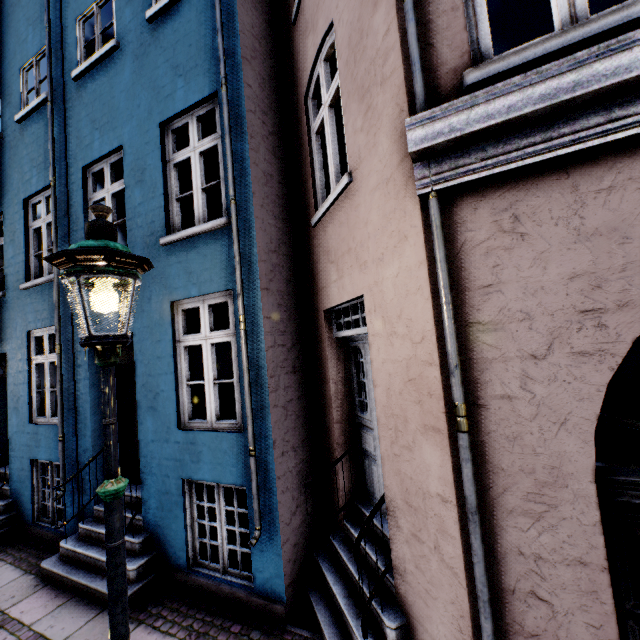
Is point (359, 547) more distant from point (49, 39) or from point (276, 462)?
point (49, 39)
